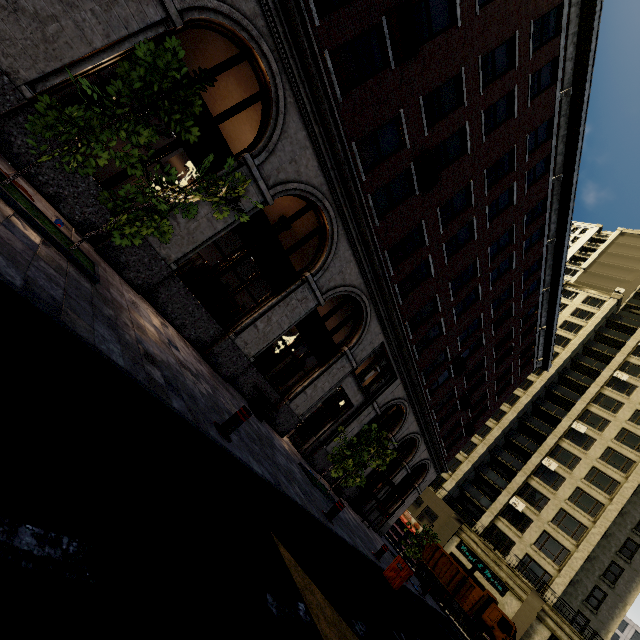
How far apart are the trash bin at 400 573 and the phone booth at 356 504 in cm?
802

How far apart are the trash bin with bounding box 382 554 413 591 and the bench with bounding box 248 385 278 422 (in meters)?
5.61

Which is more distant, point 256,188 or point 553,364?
point 553,364

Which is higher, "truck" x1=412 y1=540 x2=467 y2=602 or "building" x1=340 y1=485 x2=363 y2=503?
"truck" x1=412 y1=540 x2=467 y2=602

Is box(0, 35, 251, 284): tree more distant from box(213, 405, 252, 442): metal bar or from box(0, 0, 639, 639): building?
box(213, 405, 252, 442): metal bar

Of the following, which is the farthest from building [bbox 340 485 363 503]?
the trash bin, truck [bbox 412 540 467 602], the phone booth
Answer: the trash bin

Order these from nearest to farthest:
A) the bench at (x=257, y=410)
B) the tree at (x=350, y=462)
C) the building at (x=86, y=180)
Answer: the building at (x=86, y=180) → the bench at (x=257, y=410) → the tree at (x=350, y=462)

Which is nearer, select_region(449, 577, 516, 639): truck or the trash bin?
the trash bin
